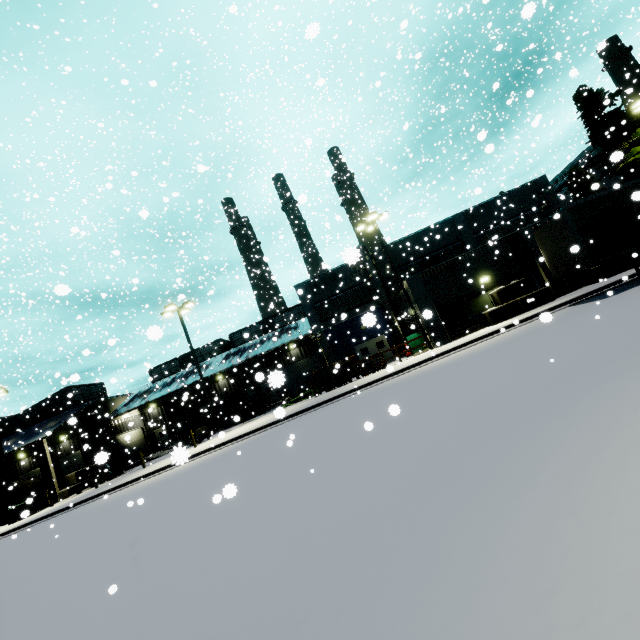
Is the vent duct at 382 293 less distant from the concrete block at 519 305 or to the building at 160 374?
the building at 160 374

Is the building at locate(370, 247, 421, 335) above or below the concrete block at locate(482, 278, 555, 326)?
Result: above

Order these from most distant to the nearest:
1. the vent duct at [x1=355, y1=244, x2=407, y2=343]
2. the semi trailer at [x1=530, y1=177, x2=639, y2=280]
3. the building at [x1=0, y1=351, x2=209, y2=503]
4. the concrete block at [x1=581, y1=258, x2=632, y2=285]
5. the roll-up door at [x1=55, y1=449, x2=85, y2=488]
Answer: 1. the roll-up door at [x1=55, y1=449, x2=85, y2=488]
2. the building at [x1=0, y1=351, x2=209, y2=503]
3. the vent duct at [x1=355, y1=244, x2=407, y2=343]
4. the concrete block at [x1=581, y1=258, x2=632, y2=285]
5. the semi trailer at [x1=530, y1=177, x2=639, y2=280]

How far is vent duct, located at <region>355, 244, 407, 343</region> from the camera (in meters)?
28.00

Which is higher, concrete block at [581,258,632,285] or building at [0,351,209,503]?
building at [0,351,209,503]

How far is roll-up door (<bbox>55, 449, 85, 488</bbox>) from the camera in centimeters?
3325cm

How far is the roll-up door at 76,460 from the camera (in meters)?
33.25

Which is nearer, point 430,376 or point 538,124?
point 538,124
